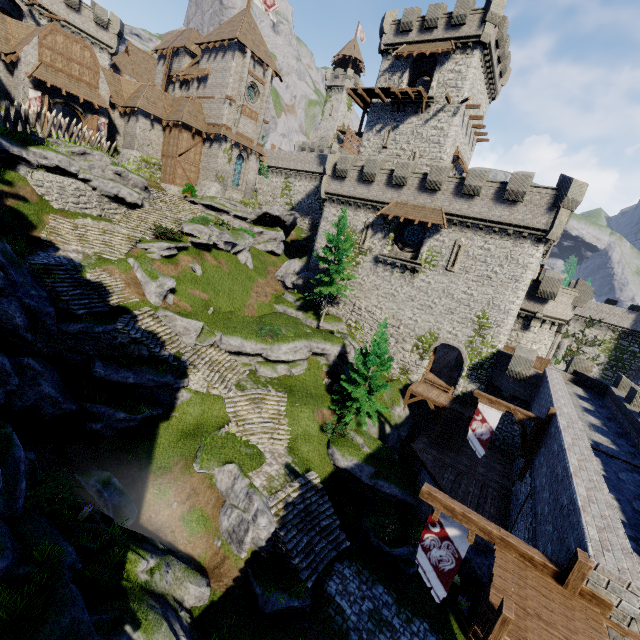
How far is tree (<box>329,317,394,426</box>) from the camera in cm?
2180

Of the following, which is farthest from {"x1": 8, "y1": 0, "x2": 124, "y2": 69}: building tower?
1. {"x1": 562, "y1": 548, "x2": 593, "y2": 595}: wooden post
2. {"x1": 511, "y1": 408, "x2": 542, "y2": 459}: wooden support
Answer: {"x1": 562, "y1": 548, "x2": 593, "y2": 595}: wooden post

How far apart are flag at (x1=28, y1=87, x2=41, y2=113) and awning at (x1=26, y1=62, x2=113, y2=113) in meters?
0.8 m

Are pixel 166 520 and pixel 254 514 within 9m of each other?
yes

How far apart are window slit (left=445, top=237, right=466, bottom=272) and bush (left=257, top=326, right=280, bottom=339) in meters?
14.6

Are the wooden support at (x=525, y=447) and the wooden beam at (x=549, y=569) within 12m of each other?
yes

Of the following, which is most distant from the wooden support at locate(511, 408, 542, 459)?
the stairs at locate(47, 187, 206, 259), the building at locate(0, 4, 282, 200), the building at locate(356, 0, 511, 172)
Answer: the building at locate(0, 4, 282, 200)

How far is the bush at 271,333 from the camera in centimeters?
2453cm
